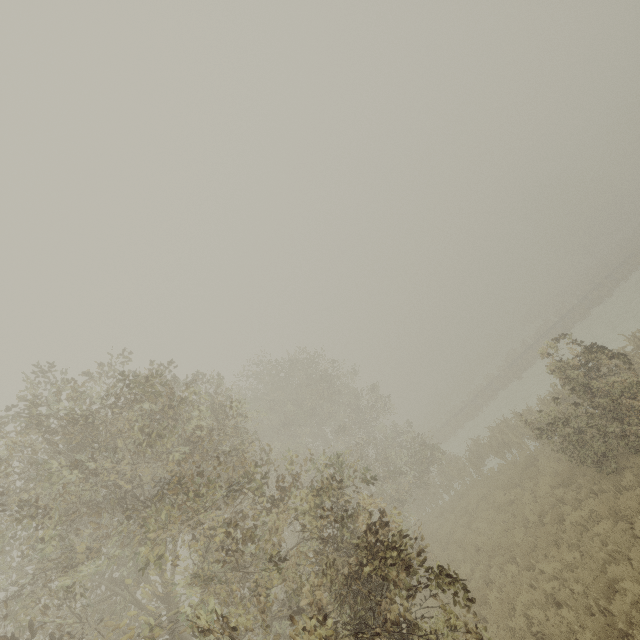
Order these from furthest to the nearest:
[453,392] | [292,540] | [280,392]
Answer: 1. [453,392]
2. [280,392]
3. [292,540]
